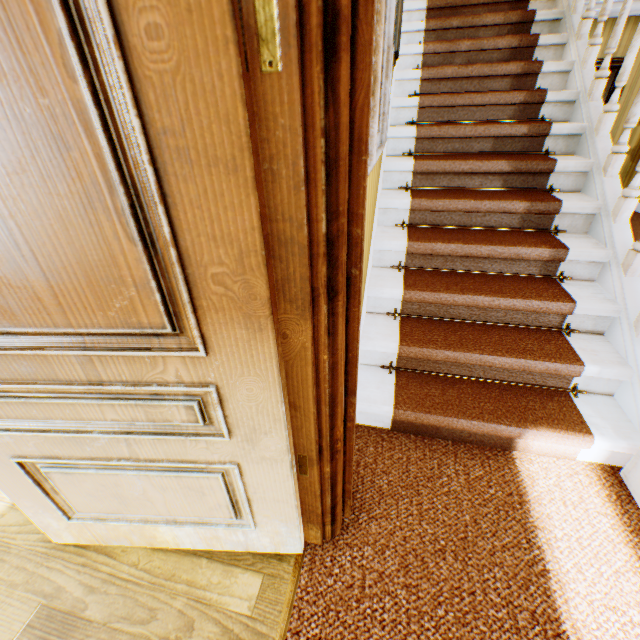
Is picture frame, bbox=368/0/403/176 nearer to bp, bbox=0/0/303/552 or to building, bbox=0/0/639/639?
building, bbox=0/0/639/639

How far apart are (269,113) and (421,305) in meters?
1.9 m

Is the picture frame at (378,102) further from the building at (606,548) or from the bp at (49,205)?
the bp at (49,205)

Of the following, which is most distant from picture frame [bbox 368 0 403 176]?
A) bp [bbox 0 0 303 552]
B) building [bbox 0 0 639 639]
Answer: bp [bbox 0 0 303 552]

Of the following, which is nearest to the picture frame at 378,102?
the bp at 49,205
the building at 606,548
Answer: the building at 606,548
